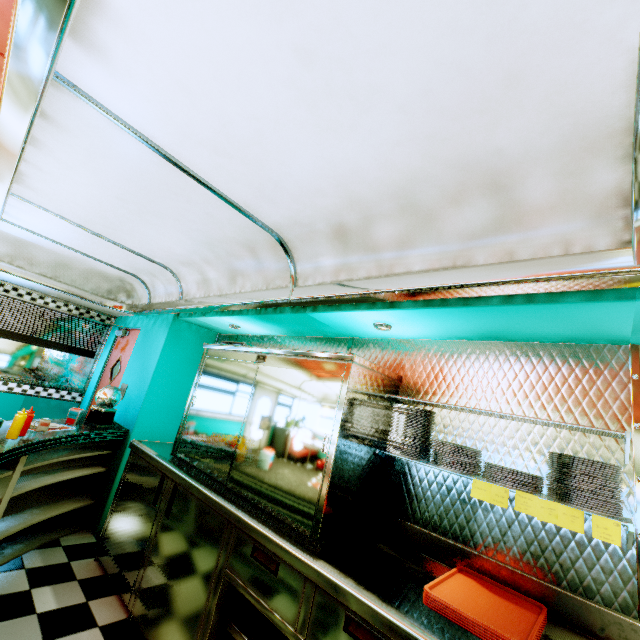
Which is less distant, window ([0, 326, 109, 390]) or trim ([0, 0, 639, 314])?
trim ([0, 0, 639, 314])

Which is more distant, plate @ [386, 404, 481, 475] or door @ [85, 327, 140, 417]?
door @ [85, 327, 140, 417]

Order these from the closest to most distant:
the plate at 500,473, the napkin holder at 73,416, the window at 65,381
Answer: the plate at 500,473, the napkin holder at 73,416, the window at 65,381

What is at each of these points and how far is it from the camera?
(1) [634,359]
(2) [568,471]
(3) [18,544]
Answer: (1) trim, 1.8m
(2) plate, 1.6m
(3) counter, 3.1m

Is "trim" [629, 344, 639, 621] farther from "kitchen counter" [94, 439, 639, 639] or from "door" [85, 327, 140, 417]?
"door" [85, 327, 140, 417]

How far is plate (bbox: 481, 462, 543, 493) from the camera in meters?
1.7 m

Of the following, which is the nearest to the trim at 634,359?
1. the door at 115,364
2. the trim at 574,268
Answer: the trim at 574,268

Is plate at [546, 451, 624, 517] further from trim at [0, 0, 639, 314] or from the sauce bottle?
the sauce bottle
